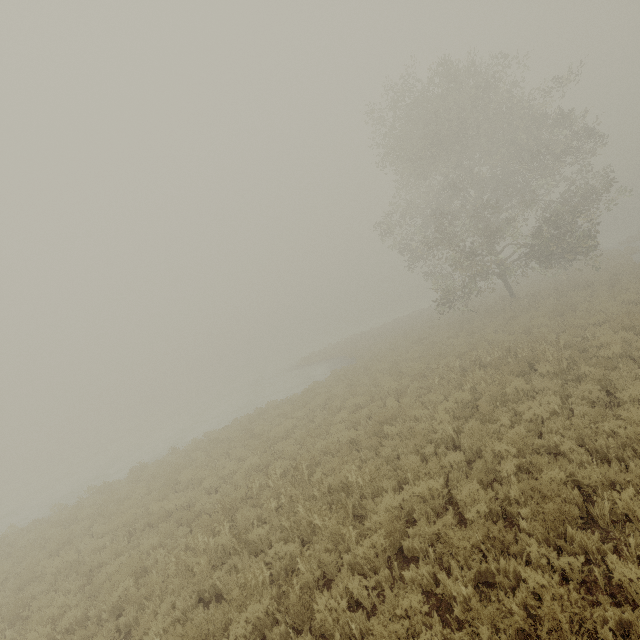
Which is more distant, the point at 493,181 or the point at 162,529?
the point at 493,181
